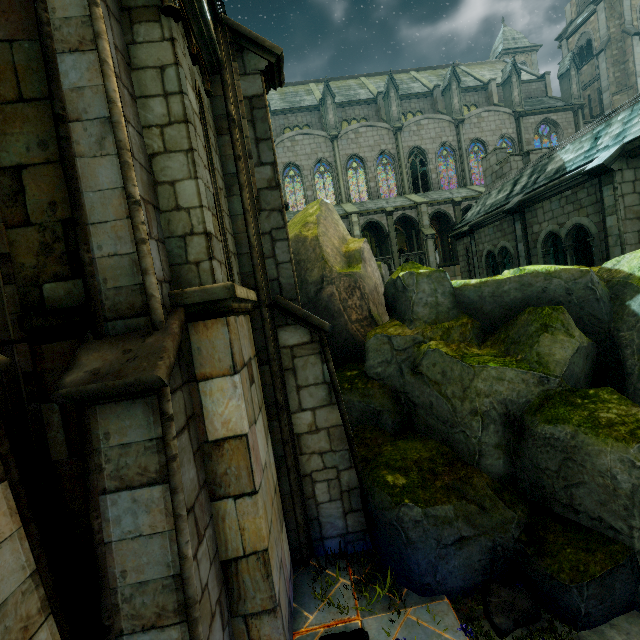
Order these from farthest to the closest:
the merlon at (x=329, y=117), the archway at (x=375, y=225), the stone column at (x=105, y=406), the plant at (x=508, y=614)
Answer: the merlon at (x=329, y=117) → the archway at (x=375, y=225) → the plant at (x=508, y=614) → the stone column at (x=105, y=406)

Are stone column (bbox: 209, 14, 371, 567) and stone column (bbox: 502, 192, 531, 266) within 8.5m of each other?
no

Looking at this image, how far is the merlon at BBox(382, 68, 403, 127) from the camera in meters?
29.5

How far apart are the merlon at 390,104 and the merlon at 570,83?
16.6m

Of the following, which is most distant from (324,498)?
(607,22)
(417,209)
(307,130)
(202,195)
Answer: (607,22)

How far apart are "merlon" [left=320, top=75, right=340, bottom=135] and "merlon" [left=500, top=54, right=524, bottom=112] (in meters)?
16.58

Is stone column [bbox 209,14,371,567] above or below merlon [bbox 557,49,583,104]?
below

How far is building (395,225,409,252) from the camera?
30.6m
